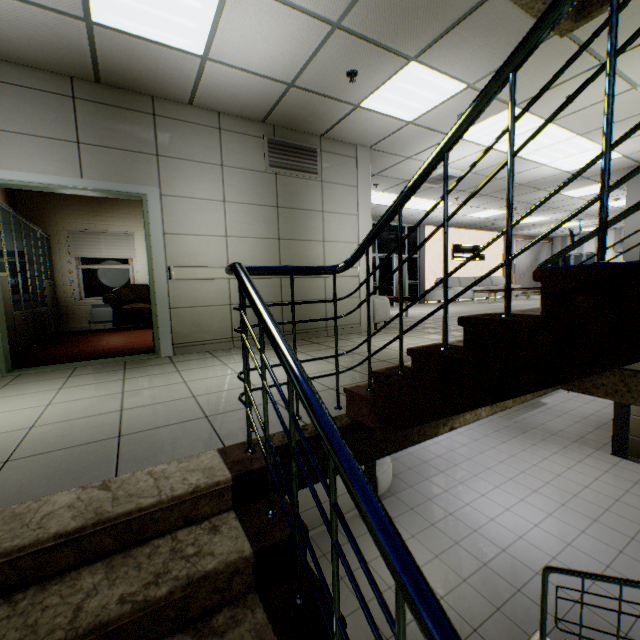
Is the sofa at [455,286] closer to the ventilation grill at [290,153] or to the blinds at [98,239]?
the ventilation grill at [290,153]

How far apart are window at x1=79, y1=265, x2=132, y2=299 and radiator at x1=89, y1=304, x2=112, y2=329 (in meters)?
0.16

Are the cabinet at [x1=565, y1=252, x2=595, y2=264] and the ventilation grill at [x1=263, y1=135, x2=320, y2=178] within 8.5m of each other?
no

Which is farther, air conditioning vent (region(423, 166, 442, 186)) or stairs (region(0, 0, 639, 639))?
air conditioning vent (region(423, 166, 442, 186))

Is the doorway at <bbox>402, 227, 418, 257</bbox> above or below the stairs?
above

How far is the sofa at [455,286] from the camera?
13.4m

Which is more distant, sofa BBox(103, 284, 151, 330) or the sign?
the sign

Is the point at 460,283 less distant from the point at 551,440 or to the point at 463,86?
the point at 551,440
